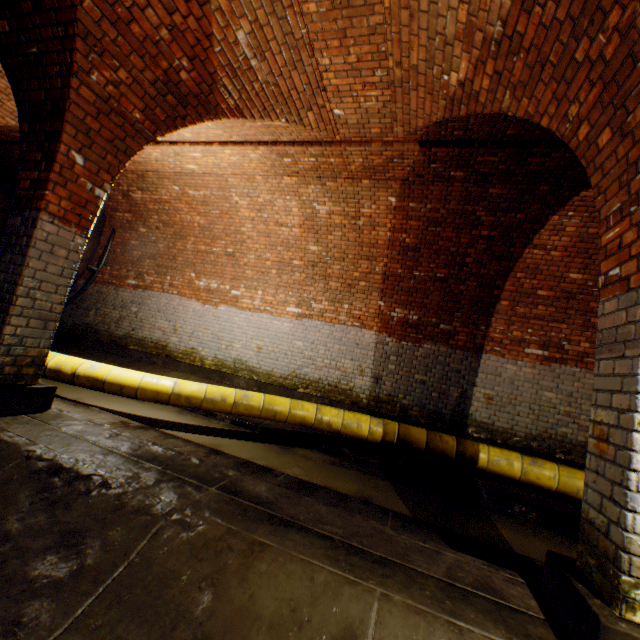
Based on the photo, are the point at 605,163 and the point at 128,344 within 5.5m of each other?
no

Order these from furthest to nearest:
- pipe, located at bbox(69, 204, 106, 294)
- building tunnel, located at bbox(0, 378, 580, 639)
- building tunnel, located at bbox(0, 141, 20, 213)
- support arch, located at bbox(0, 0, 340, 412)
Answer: pipe, located at bbox(69, 204, 106, 294), building tunnel, located at bbox(0, 141, 20, 213), support arch, located at bbox(0, 0, 340, 412), building tunnel, located at bbox(0, 378, 580, 639)

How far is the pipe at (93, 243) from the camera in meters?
8.6 m

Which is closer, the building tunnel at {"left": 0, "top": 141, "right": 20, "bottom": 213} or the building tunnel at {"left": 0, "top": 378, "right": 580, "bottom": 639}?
the building tunnel at {"left": 0, "top": 378, "right": 580, "bottom": 639}

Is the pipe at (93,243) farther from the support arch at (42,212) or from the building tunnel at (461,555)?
the support arch at (42,212)

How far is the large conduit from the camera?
4.9m

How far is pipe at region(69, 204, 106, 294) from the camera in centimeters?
855cm

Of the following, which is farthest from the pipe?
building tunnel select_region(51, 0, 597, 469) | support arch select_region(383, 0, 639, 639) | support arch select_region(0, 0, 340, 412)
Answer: support arch select_region(383, 0, 639, 639)
